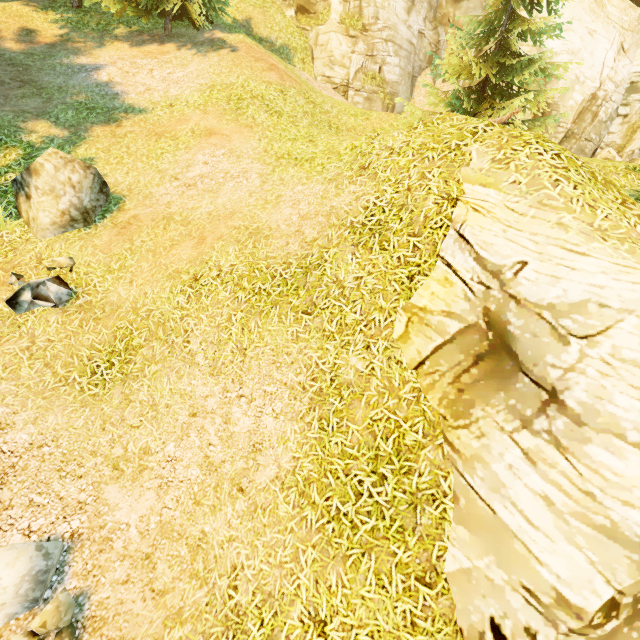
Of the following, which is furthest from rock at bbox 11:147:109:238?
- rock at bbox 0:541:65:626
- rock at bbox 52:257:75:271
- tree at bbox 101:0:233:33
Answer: rock at bbox 0:541:65:626

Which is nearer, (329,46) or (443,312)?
(443,312)

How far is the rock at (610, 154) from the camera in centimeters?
1606cm

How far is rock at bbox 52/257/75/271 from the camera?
6.66m

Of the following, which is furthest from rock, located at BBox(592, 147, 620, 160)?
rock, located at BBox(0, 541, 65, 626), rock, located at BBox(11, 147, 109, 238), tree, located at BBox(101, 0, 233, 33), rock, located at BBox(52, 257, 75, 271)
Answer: rock, located at BBox(0, 541, 65, 626)

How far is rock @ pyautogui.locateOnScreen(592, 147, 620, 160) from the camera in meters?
16.1

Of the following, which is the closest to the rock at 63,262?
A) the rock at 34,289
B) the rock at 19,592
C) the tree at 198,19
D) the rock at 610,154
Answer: the rock at 34,289

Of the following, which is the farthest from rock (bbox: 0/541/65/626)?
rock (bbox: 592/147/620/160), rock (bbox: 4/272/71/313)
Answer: rock (bbox: 592/147/620/160)
